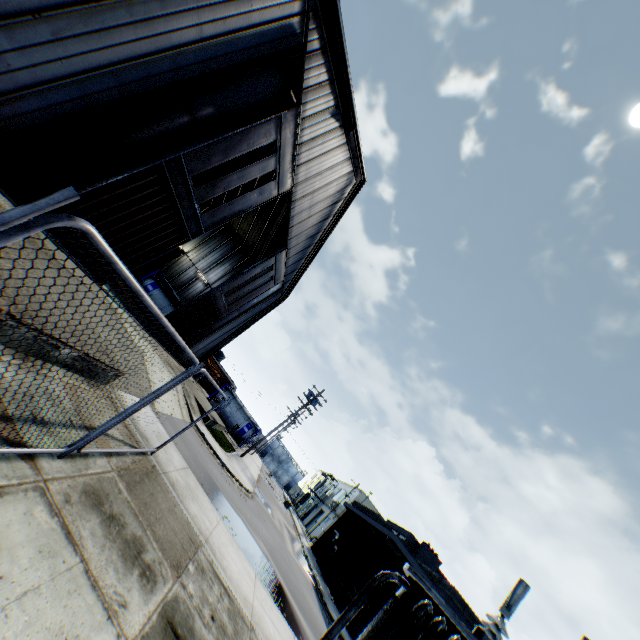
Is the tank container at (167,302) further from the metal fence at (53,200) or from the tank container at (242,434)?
the tank container at (242,434)

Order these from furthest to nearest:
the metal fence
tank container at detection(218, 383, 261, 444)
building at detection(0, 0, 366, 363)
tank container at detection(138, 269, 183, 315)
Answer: tank container at detection(218, 383, 261, 444) → tank container at detection(138, 269, 183, 315) → building at detection(0, 0, 366, 363) → the metal fence

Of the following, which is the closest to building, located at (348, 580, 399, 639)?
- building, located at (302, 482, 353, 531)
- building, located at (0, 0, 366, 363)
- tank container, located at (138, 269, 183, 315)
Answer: building, located at (302, 482, 353, 531)

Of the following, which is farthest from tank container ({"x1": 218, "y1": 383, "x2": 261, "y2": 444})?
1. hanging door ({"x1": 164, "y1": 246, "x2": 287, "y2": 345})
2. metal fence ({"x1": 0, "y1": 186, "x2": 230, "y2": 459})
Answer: hanging door ({"x1": 164, "y1": 246, "x2": 287, "y2": 345})

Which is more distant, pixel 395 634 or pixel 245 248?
pixel 245 248

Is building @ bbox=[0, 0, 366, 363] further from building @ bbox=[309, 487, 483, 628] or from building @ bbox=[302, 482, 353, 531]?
building @ bbox=[302, 482, 353, 531]

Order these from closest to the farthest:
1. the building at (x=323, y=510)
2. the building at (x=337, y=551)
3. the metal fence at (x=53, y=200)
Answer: the metal fence at (x=53, y=200)
the building at (x=337, y=551)
the building at (x=323, y=510)

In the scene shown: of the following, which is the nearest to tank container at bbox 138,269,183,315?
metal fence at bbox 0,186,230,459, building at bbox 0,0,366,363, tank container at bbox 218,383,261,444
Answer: building at bbox 0,0,366,363
